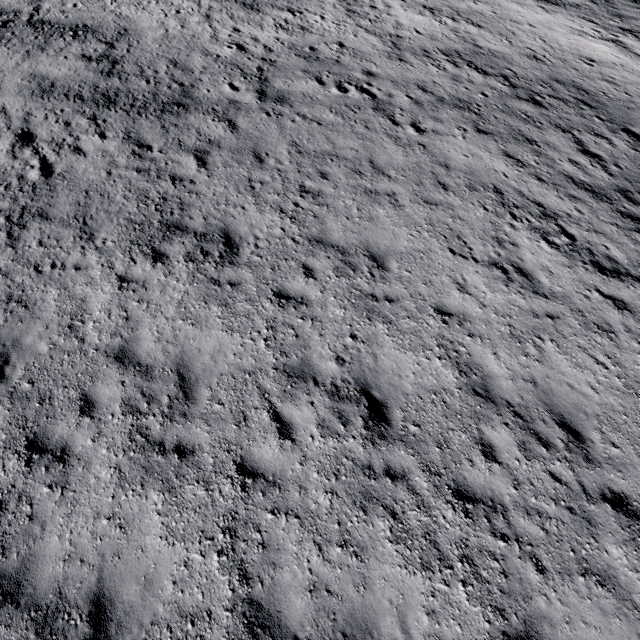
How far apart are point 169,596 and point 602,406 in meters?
9.2 m
